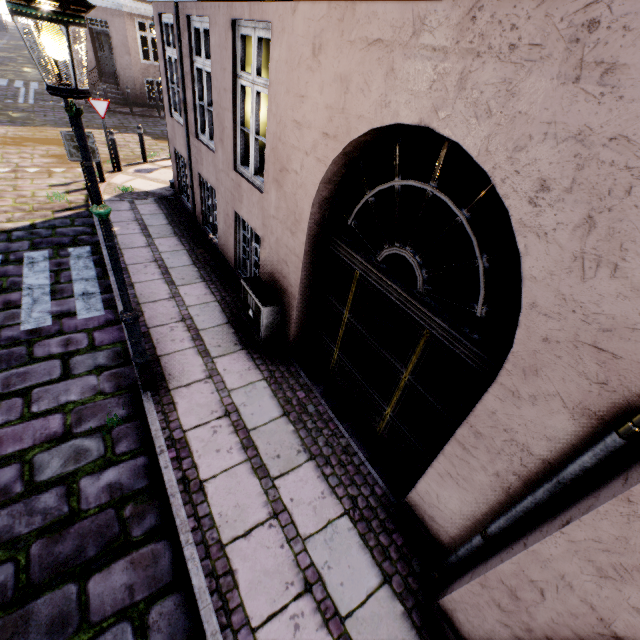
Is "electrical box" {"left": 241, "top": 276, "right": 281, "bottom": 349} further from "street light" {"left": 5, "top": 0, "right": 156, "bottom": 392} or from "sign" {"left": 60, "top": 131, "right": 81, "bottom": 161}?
"sign" {"left": 60, "top": 131, "right": 81, "bottom": 161}

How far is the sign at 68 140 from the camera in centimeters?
575cm

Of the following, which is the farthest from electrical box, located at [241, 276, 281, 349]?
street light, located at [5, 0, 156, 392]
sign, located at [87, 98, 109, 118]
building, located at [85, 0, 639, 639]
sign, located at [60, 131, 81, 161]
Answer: sign, located at [87, 98, 109, 118]

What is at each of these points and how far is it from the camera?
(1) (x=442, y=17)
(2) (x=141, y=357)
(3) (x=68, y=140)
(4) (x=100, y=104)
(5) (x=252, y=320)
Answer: (1) building, 1.9 meters
(2) street light, 3.8 meters
(3) sign, 5.8 meters
(4) sign, 8.8 meters
(5) electrical box, 5.0 meters

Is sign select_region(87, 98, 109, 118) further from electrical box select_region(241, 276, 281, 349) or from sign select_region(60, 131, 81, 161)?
electrical box select_region(241, 276, 281, 349)

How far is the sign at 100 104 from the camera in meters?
8.7 m

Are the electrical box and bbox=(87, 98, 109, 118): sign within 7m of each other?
no

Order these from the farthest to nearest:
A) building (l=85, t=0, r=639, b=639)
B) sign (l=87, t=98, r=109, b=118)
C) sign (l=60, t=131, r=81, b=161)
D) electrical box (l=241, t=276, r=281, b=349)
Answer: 1. sign (l=87, t=98, r=109, b=118)
2. sign (l=60, t=131, r=81, b=161)
3. electrical box (l=241, t=276, r=281, b=349)
4. building (l=85, t=0, r=639, b=639)
